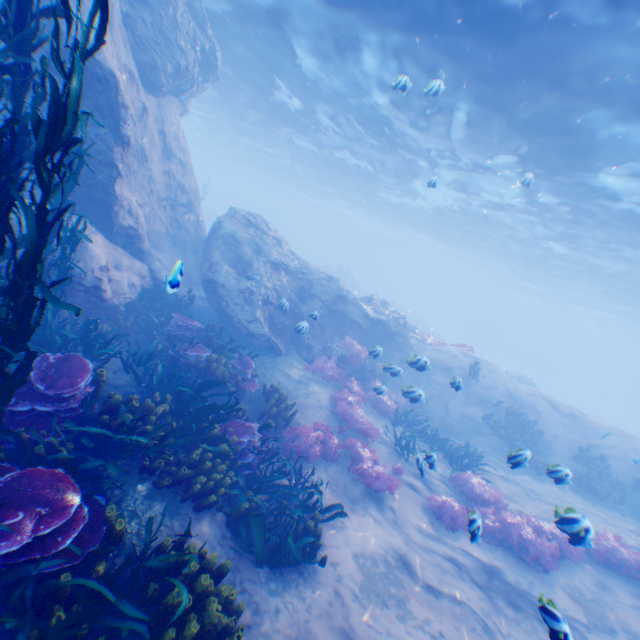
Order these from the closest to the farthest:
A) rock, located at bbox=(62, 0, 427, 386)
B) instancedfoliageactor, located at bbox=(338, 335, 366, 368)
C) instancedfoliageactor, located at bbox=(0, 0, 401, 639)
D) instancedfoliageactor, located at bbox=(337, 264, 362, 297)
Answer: instancedfoliageactor, located at bbox=(0, 0, 401, 639)
rock, located at bbox=(62, 0, 427, 386)
instancedfoliageactor, located at bbox=(338, 335, 366, 368)
instancedfoliageactor, located at bbox=(337, 264, 362, 297)

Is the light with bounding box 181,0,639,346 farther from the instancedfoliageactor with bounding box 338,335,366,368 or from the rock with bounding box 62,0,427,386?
the instancedfoliageactor with bounding box 338,335,366,368

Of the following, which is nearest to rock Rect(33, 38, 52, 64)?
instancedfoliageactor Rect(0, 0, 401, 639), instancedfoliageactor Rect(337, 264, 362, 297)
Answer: instancedfoliageactor Rect(0, 0, 401, 639)

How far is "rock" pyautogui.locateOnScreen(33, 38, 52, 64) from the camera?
7.72m

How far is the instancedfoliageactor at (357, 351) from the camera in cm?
1371

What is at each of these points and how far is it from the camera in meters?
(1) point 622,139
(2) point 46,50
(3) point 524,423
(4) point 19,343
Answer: (1) light, 11.0 m
(2) rock, 7.9 m
(3) instancedfoliageactor, 15.2 m
(4) instancedfoliageactor, 3.7 m

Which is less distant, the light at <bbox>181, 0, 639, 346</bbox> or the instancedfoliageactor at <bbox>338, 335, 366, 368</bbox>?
the light at <bbox>181, 0, 639, 346</bbox>

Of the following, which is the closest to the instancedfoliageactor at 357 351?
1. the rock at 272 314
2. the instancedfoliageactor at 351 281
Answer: the rock at 272 314
